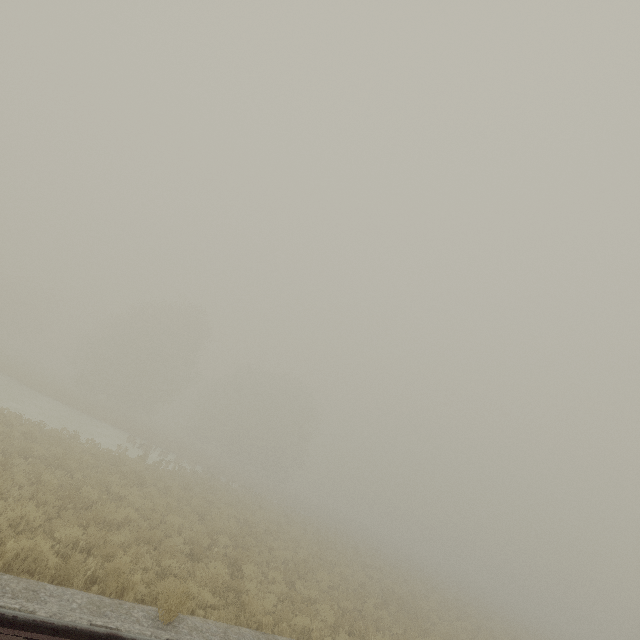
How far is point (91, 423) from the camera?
29.27m
